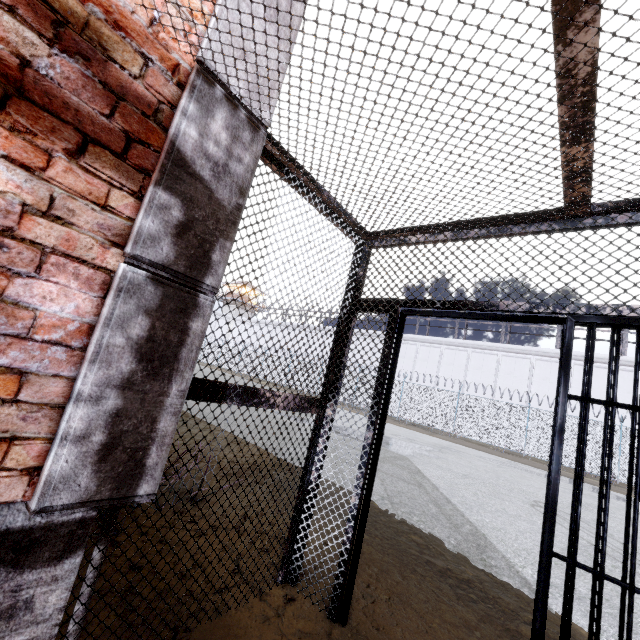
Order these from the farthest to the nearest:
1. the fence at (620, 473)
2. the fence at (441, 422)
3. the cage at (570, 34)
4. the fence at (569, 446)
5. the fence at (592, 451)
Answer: the fence at (441, 422), the fence at (569, 446), the fence at (592, 451), the fence at (620, 473), the cage at (570, 34)

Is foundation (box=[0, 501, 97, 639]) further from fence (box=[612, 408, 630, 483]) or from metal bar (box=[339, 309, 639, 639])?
fence (box=[612, 408, 630, 483])

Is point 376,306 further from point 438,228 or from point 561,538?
point 561,538

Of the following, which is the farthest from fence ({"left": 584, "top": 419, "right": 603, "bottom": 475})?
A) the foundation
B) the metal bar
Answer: the metal bar

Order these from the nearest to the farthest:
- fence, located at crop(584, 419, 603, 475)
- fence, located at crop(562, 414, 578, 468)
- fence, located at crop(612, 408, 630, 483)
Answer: fence, located at crop(612, 408, 630, 483) < fence, located at crop(584, 419, 603, 475) < fence, located at crop(562, 414, 578, 468)

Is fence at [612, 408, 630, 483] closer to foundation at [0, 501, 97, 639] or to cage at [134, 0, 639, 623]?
cage at [134, 0, 639, 623]

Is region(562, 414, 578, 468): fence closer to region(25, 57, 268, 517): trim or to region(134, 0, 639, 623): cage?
region(134, 0, 639, 623): cage

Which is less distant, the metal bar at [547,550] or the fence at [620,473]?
the metal bar at [547,550]
